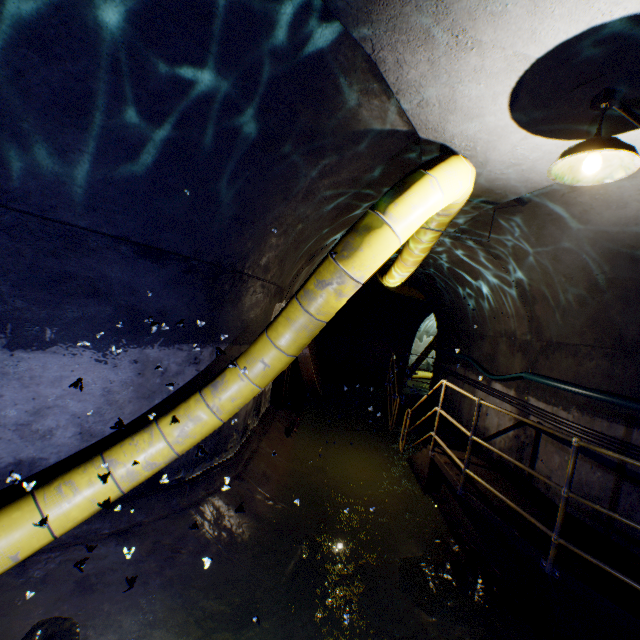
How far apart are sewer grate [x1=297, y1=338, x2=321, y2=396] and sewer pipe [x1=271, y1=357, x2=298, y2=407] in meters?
0.0

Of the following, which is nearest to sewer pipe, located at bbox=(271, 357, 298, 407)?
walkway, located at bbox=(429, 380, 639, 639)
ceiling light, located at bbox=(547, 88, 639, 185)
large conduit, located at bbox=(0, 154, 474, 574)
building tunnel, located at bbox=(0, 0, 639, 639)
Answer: building tunnel, located at bbox=(0, 0, 639, 639)

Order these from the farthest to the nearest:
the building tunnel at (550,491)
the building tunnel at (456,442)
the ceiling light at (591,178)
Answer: the building tunnel at (456,442), the building tunnel at (550,491), the ceiling light at (591,178)

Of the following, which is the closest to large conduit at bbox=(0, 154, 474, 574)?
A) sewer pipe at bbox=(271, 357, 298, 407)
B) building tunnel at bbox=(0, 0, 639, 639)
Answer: building tunnel at bbox=(0, 0, 639, 639)

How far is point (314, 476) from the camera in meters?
5.6

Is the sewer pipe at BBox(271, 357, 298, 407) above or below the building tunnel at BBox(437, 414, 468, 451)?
above

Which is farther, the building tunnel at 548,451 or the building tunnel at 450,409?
the building tunnel at 450,409

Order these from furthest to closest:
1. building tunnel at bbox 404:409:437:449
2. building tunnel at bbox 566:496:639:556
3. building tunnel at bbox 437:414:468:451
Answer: building tunnel at bbox 404:409:437:449, building tunnel at bbox 437:414:468:451, building tunnel at bbox 566:496:639:556
